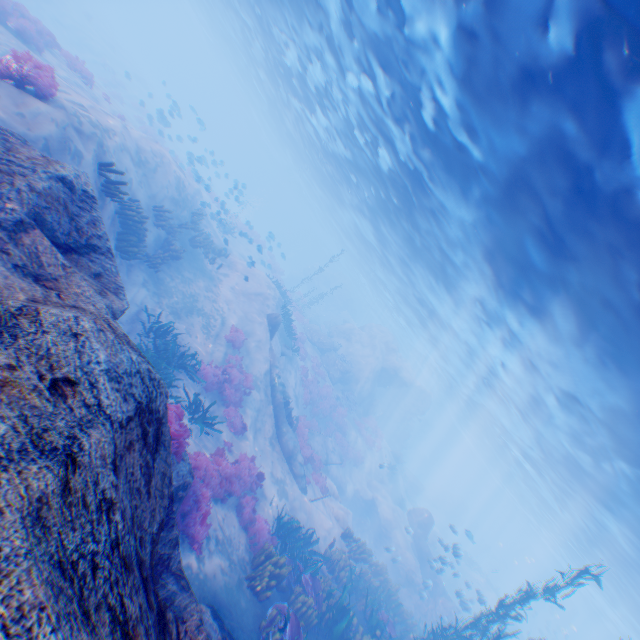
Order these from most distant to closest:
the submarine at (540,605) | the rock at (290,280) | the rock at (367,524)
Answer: the rock at (290,280), the submarine at (540,605), the rock at (367,524)

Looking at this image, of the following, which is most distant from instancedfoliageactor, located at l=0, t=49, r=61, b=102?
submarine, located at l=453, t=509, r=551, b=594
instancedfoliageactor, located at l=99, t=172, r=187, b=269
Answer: submarine, located at l=453, t=509, r=551, b=594

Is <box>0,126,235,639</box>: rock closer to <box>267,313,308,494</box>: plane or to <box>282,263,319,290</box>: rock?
<box>267,313,308,494</box>: plane

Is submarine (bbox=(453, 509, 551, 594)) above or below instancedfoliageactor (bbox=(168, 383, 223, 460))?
above

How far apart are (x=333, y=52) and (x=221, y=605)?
20.9 meters

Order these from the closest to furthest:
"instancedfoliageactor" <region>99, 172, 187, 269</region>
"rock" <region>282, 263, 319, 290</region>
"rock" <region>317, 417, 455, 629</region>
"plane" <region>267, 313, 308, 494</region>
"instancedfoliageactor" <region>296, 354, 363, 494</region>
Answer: "instancedfoliageactor" <region>99, 172, 187, 269</region>, "plane" <region>267, 313, 308, 494</region>, "instancedfoliageactor" <region>296, 354, 363, 494</region>, "rock" <region>317, 417, 455, 629</region>, "rock" <region>282, 263, 319, 290</region>

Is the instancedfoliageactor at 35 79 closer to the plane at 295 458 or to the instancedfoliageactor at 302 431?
the plane at 295 458
